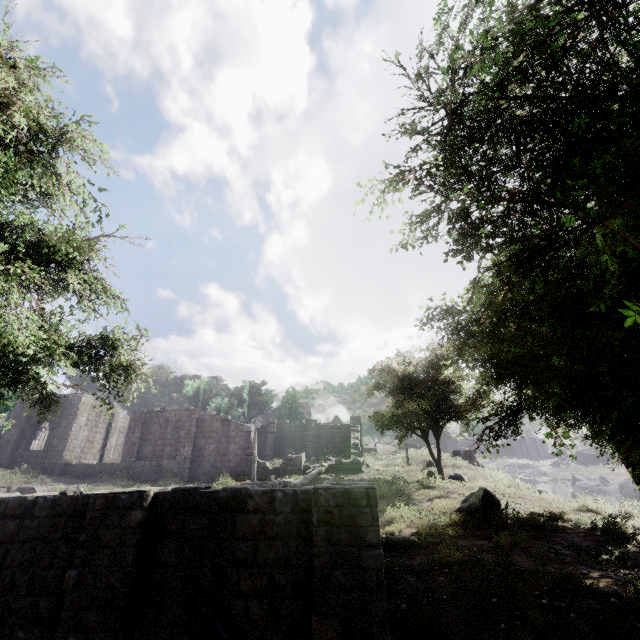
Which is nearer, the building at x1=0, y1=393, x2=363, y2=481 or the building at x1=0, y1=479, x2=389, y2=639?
the building at x1=0, y1=479, x2=389, y2=639

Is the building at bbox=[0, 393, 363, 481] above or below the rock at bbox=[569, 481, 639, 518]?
above

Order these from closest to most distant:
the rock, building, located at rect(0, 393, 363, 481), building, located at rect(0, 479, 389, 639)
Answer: building, located at rect(0, 479, 389, 639) < the rock < building, located at rect(0, 393, 363, 481)

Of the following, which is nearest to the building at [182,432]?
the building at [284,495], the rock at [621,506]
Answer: the building at [284,495]

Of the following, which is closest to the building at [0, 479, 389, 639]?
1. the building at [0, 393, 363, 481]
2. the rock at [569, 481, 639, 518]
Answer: the building at [0, 393, 363, 481]

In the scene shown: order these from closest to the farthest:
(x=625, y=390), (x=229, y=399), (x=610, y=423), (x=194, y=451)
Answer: (x=625, y=390) < (x=610, y=423) < (x=194, y=451) < (x=229, y=399)

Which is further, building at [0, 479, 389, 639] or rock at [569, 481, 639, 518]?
rock at [569, 481, 639, 518]
